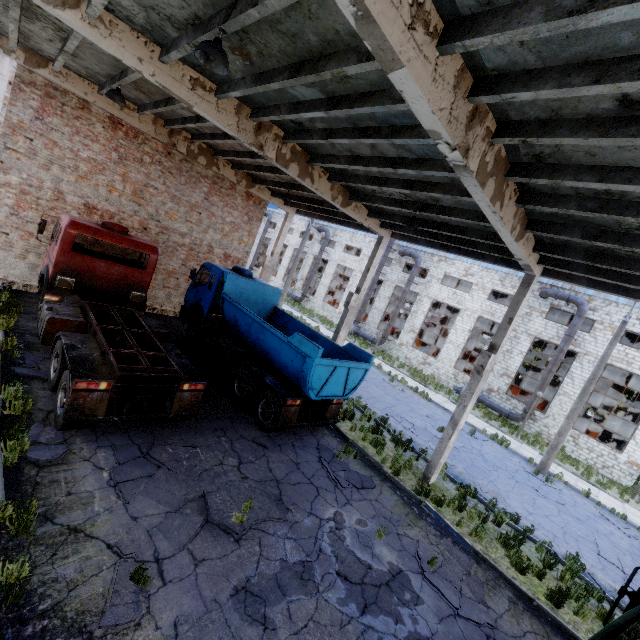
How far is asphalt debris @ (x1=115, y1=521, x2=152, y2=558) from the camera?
5.0m

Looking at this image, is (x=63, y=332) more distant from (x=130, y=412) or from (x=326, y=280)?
(x=326, y=280)

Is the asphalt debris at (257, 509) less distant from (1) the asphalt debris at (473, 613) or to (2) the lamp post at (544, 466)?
(1) the asphalt debris at (473, 613)

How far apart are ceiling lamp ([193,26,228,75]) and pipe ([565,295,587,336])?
26.2 meters

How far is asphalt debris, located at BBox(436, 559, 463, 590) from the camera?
7.1m

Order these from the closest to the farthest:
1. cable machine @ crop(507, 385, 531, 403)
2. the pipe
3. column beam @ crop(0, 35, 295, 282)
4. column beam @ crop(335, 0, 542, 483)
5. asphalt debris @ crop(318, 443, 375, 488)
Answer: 1. column beam @ crop(335, 0, 542, 483)
2. asphalt debris @ crop(318, 443, 375, 488)
3. column beam @ crop(0, 35, 295, 282)
4. the pipe
5. cable machine @ crop(507, 385, 531, 403)

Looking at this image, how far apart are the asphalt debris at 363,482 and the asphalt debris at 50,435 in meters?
6.2 m

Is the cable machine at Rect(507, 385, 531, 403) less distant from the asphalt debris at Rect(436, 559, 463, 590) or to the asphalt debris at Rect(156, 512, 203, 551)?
the asphalt debris at Rect(436, 559, 463, 590)
